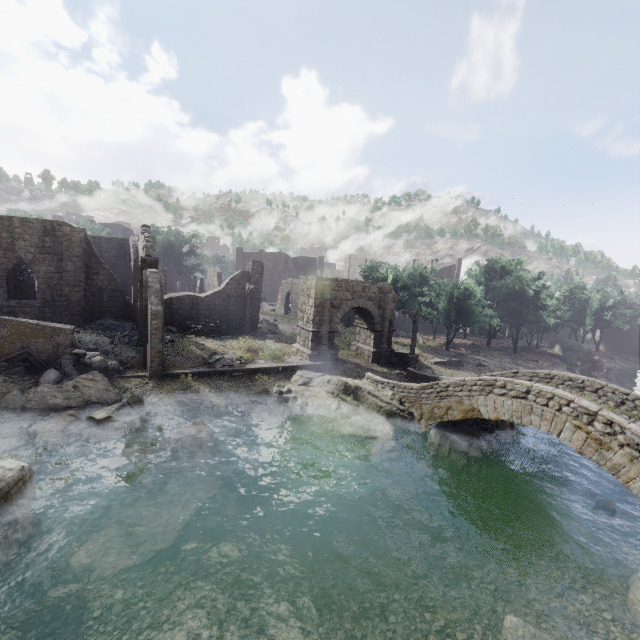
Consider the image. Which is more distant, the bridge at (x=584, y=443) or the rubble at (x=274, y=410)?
the rubble at (x=274, y=410)

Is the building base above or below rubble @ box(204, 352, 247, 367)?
below

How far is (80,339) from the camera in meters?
19.8

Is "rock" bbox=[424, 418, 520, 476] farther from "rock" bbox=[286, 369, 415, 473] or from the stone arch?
the stone arch

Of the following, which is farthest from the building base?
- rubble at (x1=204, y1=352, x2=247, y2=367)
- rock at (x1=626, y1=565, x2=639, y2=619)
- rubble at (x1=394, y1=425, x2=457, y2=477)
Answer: rock at (x1=626, y1=565, x2=639, y2=619)

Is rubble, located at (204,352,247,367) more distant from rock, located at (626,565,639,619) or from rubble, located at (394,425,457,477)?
rock, located at (626,565,639,619)

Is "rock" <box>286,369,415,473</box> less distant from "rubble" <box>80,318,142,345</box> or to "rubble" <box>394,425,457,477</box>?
"rubble" <box>394,425,457,477</box>

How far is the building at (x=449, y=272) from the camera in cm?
5609
